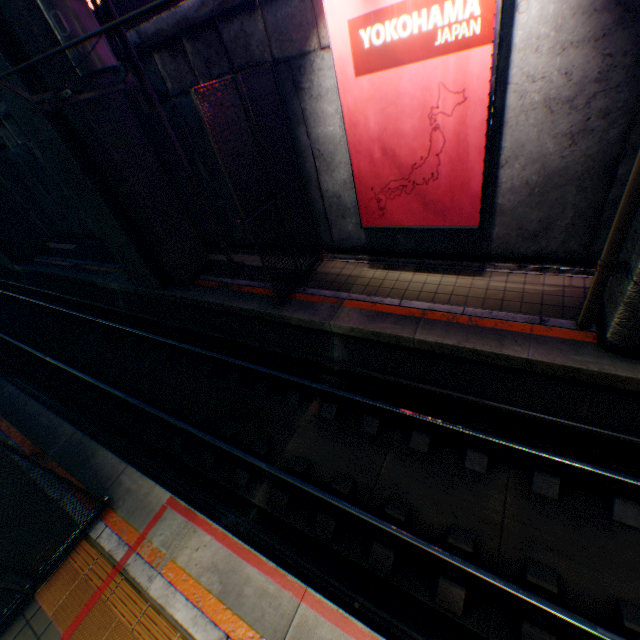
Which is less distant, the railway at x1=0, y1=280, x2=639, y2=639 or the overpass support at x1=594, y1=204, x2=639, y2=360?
the railway at x1=0, y1=280, x2=639, y2=639

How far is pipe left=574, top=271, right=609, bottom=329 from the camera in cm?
511

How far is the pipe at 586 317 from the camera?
5.1 meters

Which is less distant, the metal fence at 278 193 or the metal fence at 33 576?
the metal fence at 33 576

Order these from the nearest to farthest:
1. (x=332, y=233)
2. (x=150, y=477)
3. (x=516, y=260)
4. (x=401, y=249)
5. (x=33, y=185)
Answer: (x=150, y=477)
(x=516, y=260)
(x=401, y=249)
(x=332, y=233)
(x=33, y=185)

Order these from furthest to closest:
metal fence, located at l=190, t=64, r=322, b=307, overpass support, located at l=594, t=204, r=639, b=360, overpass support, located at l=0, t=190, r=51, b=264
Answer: overpass support, located at l=0, t=190, r=51, b=264
metal fence, located at l=190, t=64, r=322, b=307
overpass support, located at l=594, t=204, r=639, b=360

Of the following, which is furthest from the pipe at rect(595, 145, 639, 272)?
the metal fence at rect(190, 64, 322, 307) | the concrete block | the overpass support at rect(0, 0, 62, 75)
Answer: the metal fence at rect(190, 64, 322, 307)

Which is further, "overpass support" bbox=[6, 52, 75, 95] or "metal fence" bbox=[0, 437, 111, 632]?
"overpass support" bbox=[6, 52, 75, 95]
